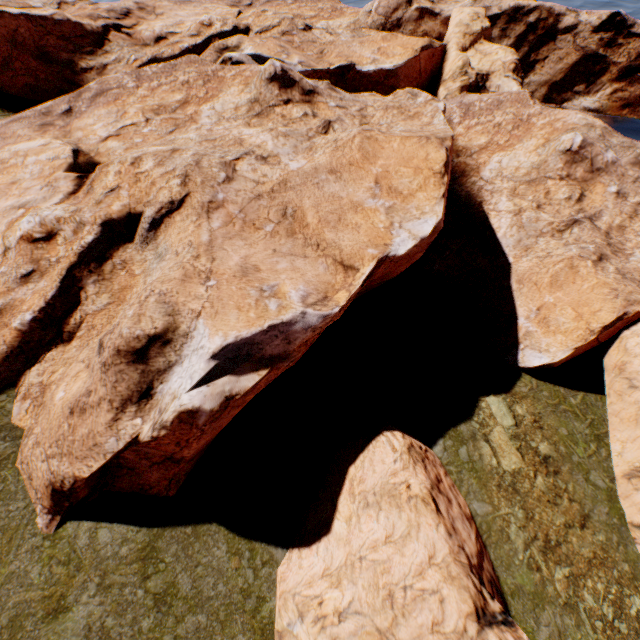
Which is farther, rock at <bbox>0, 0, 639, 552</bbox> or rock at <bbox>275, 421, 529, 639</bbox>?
rock at <bbox>0, 0, 639, 552</bbox>

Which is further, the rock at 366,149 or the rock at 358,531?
the rock at 366,149

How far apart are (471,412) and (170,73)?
40.6m
